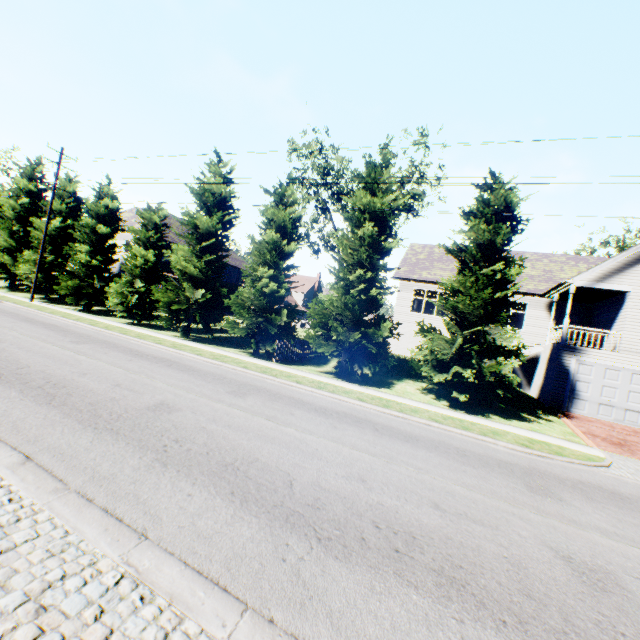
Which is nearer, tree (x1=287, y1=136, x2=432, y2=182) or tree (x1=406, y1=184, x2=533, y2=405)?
tree (x1=406, y1=184, x2=533, y2=405)

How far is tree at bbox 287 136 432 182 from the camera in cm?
1653

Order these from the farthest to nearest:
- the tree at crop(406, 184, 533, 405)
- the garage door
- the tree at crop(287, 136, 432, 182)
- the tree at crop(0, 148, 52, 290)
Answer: the tree at crop(0, 148, 52, 290) < the tree at crop(287, 136, 432, 182) < the garage door < the tree at crop(406, 184, 533, 405)

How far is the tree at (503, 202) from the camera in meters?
13.4 m

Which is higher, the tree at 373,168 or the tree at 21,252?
the tree at 373,168

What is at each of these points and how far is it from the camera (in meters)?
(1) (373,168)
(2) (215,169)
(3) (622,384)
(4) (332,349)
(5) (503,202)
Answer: (1) tree, 16.80
(2) tree, 20.81
(3) garage door, 16.17
(4) tree, 15.59
(5) tree, 13.81
